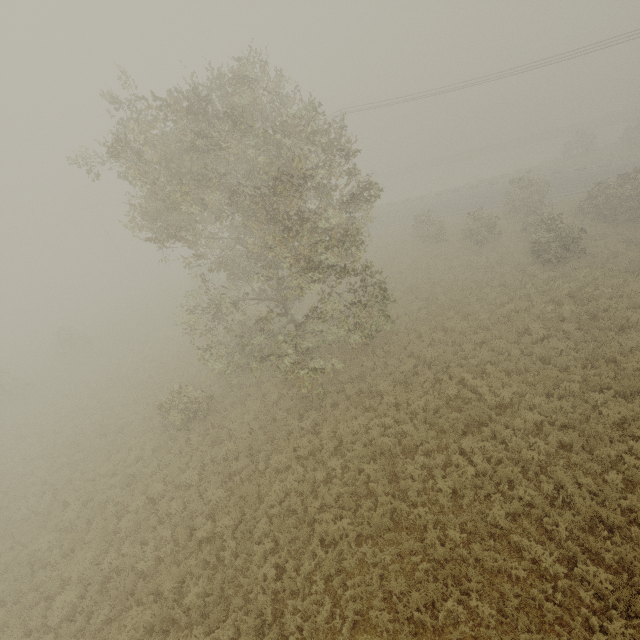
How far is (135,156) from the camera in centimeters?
1153cm

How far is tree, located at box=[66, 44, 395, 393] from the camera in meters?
10.5 m

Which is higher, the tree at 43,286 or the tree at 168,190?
the tree at 168,190

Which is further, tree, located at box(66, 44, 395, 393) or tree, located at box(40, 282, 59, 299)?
tree, located at box(40, 282, 59, 299)

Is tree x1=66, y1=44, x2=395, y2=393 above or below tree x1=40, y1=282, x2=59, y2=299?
above

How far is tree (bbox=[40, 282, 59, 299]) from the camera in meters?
58.4

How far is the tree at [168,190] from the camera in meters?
10.5 m
